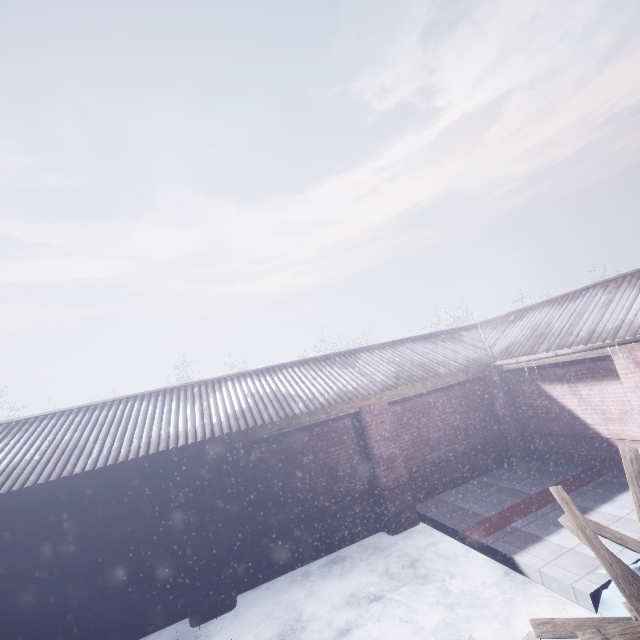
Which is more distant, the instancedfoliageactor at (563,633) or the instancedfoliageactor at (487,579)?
the instancedfoliageactor at (487,579)

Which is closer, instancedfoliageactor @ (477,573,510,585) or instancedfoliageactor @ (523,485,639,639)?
instancedfoliageactor @ (523,485,639,639)

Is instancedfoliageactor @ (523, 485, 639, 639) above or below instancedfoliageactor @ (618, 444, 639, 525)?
below

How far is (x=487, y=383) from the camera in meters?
7.2 m

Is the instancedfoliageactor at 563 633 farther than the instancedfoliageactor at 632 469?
No

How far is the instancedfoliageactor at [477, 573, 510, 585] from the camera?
4.05m

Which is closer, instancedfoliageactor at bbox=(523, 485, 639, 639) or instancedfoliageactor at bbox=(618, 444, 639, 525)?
instancedfoliageactor at bbox=(523, 485, 639, 639)

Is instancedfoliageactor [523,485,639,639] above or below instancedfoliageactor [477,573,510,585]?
above
